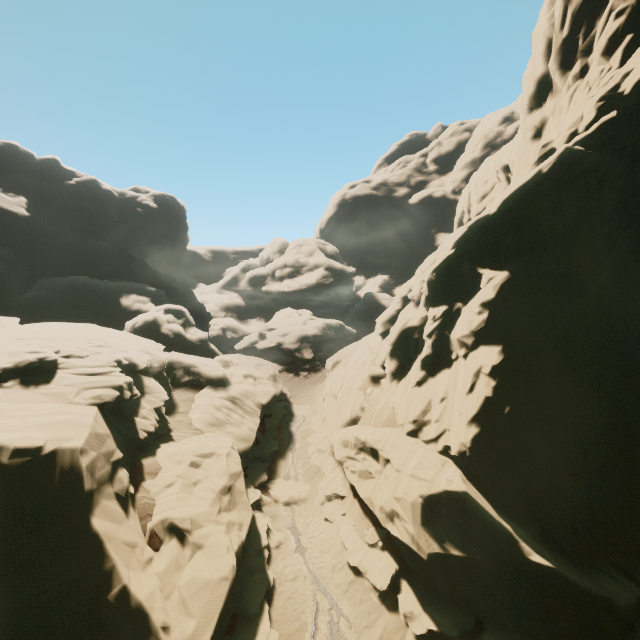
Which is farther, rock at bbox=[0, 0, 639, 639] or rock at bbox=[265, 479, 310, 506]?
rock at bbox=[265, 479, 310, 506]

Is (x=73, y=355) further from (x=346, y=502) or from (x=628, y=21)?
(x=628, y=21)

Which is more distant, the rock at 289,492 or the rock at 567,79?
the rock at 289,492

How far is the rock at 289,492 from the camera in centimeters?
2114cm

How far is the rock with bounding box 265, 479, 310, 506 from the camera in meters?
21.1
